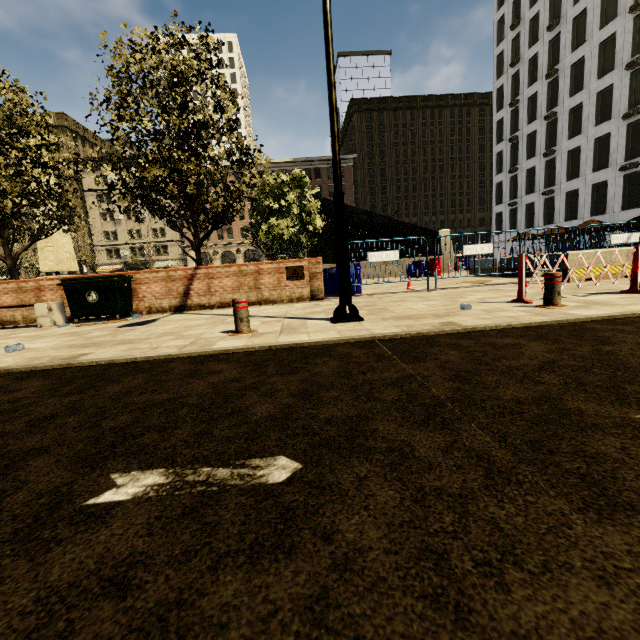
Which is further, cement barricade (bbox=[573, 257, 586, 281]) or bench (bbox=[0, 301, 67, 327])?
cement barricade (bbox=[573, 257, 586, 281])

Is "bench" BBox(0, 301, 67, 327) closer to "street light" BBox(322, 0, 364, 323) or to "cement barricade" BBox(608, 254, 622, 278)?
"street light" BBox(322, 0, 364, 323)

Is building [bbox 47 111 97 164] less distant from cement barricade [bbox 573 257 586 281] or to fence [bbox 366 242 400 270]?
cement barricade [bbox 573 257 586 281]

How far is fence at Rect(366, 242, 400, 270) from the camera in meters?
9.5

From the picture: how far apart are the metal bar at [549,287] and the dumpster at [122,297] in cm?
903

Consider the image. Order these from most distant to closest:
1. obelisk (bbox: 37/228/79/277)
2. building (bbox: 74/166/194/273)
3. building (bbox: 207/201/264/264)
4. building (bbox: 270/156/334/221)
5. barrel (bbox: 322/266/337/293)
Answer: building (bbox: 207/201/264/264) → building (bbox: 270/156/334/221) → building (bbox: 74/166/194/273) → obelisk (bbox: 37/228/79/277) → barrel (bbox: 322/266/337/293)

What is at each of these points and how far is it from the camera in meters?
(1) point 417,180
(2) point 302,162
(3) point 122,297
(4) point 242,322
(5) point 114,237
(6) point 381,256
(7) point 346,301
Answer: (1) building, 56.8 m
(2) building, 54.8 m
(3) dumpster, 8.2 m
(4) metal bar, 4.8 m
(5) building, 54.9 m
(6) fence, 9.5 m
(7) street light, 5.3 m

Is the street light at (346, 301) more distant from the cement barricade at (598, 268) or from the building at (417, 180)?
the building at (417, 180)
